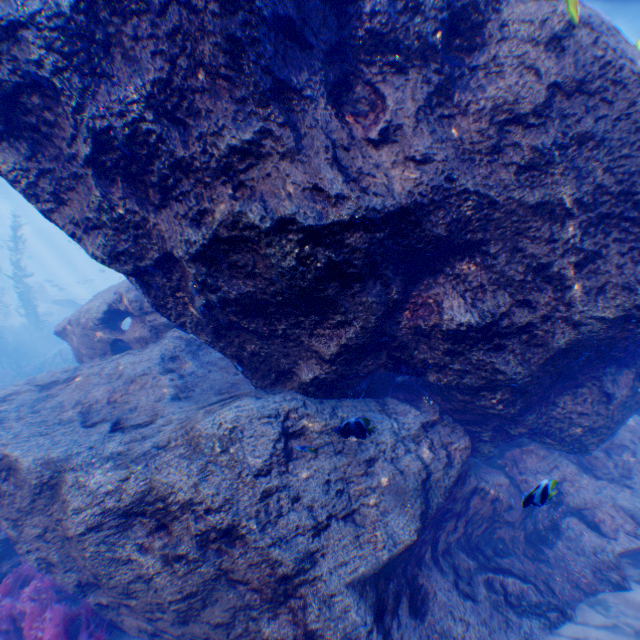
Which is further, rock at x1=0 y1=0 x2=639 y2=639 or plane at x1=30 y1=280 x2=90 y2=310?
plane at x1=30 y1=280 x2=90 y2=310

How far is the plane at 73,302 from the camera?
24.28m

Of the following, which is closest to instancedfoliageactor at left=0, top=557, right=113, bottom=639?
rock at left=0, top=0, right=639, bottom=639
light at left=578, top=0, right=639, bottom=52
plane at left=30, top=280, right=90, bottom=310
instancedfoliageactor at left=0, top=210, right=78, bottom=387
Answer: rock at left=0, top=0, right=639, bottom=639

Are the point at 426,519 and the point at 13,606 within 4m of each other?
no

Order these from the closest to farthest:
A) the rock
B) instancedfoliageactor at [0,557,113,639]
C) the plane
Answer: the rock < instancedfoliageactor at [0,557,113,639] < the plane

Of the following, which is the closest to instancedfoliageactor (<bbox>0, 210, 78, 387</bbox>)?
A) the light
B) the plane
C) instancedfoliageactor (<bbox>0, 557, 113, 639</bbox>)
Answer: the plane

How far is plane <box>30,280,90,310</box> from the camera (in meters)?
24.28

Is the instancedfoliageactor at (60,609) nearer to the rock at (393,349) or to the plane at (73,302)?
the rock at (393,349)
